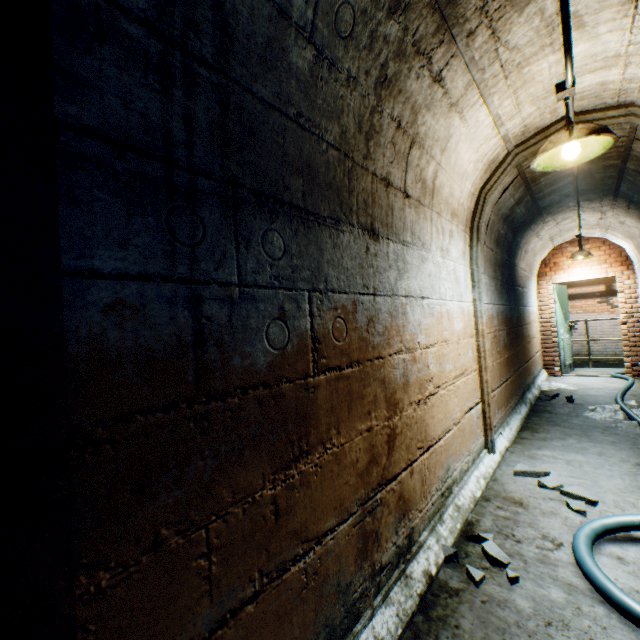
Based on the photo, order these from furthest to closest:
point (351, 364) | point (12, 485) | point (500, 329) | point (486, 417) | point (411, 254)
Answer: point (500, 329), point (486, 417), point (411, 254), point (351, 364), point (12, 485)

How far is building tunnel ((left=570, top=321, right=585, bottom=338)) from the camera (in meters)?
10.66

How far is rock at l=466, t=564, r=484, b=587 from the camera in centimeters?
172cm

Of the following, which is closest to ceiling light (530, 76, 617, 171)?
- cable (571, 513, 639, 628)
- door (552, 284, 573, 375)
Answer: cable (571, 513, 639, 628)

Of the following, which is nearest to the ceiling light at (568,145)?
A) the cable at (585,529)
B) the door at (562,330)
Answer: the cable at (585,529)

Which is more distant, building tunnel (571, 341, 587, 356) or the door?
building tunnel (571, 341, 587, 356)

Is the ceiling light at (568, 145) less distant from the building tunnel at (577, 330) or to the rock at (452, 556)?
the building tunnel at (577, 330)

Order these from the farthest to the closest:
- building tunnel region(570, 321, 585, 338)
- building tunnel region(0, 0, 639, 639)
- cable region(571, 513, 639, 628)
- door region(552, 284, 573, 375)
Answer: building tunnel region(570, 321, 585, 338) < door region(552, 284, 573, 375) < cable region(571, 513, 639, 628) < building tunnel region(0, 0, 639, 639)
